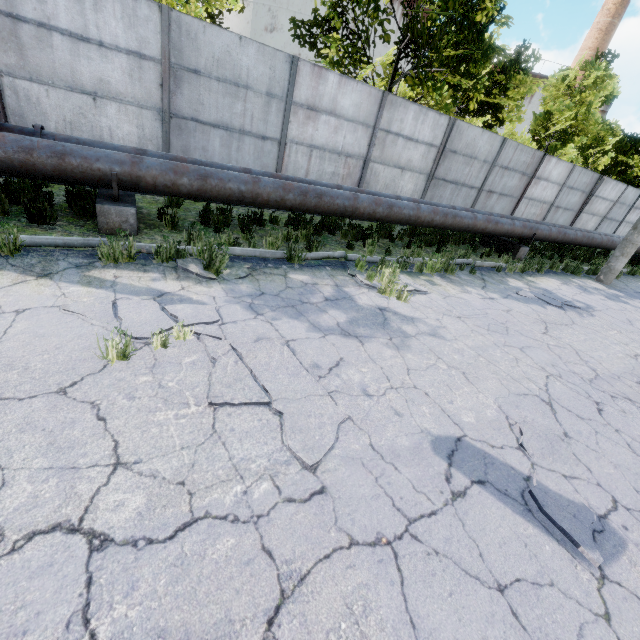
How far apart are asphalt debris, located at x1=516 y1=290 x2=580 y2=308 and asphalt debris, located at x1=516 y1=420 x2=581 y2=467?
5.38m

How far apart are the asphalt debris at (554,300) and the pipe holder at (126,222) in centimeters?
854cm

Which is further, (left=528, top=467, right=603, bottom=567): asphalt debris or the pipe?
the pipe

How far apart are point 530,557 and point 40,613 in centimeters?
304cm

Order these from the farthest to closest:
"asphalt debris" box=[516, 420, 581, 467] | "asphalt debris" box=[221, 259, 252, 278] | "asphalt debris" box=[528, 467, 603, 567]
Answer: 1. "asphalt debris" box=[221, 259, 252, 278]
2. "asphalt debris" box=[516, 420, 581, 467]
3. "asphalt debris" box=[528, 467, 603, 567]

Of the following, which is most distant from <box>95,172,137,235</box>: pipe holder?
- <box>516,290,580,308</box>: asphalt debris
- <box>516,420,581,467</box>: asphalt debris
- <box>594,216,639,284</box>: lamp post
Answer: <box>594,216,639,284</box>: lamp post

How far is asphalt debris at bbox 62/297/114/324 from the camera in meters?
3.5

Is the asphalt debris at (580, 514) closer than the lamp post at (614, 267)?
Yes
